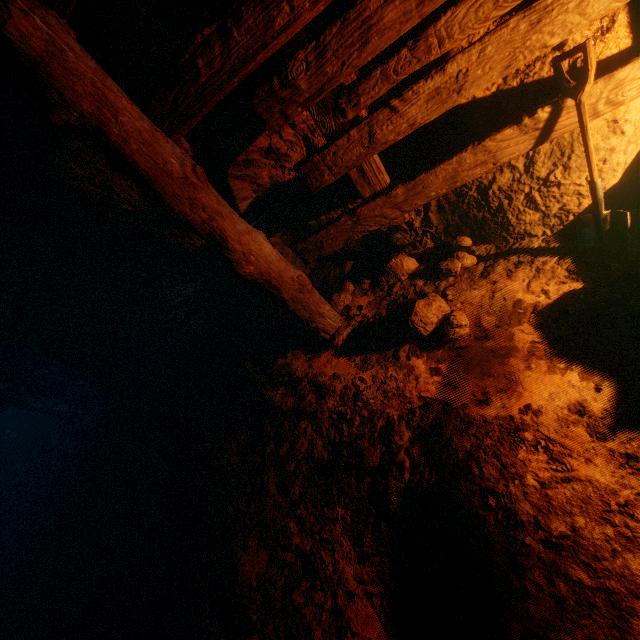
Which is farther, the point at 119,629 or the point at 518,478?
the point at 119,629

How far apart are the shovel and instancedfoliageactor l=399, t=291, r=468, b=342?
0.9m

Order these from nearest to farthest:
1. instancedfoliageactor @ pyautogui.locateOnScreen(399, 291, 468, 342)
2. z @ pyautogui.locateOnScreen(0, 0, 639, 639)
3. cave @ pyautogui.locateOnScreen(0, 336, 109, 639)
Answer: z @ pyautogui.locateOnScreen(0, 0, 639, 639) → instancedfoliageactor @ pyautogui.locateOnScreen(399, 291, 468, 342) → cave @ pyautogui.locateOnScreen(0, 336, 109, 639)

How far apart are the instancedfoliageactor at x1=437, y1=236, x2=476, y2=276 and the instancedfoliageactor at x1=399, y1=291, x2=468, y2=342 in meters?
0.3 m

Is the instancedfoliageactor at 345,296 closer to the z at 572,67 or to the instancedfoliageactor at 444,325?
the z at 572,67

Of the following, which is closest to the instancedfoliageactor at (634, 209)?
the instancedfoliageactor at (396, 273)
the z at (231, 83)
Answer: the z at (231, 83)

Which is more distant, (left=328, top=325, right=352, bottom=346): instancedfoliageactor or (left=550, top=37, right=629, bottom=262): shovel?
(left=328, top=325, right=352, bottom=346): instancedfoliageactor

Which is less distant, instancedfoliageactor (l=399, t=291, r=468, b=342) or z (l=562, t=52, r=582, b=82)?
z (l=562, t=52, r=582, b=82)
